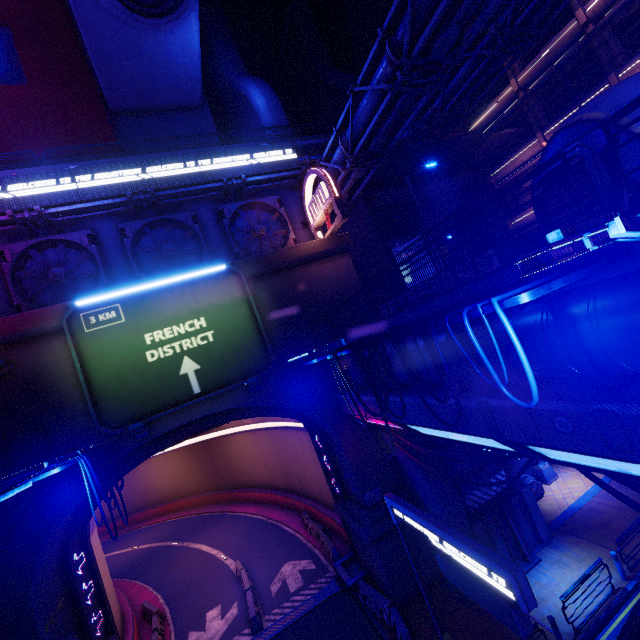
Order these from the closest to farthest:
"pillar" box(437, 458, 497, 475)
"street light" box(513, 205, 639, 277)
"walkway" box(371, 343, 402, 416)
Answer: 1. "street light" box(513, 205, 639, 277)
2. "walkway" box(371, 343, 402, 416)
3. "pillar" box(437, 458, 497, 475)

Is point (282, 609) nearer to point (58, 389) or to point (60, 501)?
point (60, 501)

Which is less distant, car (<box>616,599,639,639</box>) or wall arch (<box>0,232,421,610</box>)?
car (<box>616,599,639,639</box>)

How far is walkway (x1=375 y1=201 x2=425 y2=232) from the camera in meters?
28.3

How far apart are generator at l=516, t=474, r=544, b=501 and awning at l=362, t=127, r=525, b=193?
21.6m

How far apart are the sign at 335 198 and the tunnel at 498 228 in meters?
18.4

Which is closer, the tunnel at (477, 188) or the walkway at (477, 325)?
the walkway at (477, 325)

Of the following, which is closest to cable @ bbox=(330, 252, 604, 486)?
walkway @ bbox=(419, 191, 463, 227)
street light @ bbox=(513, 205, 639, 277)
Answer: street light @ bbox=(513, 205, 639, 277)
